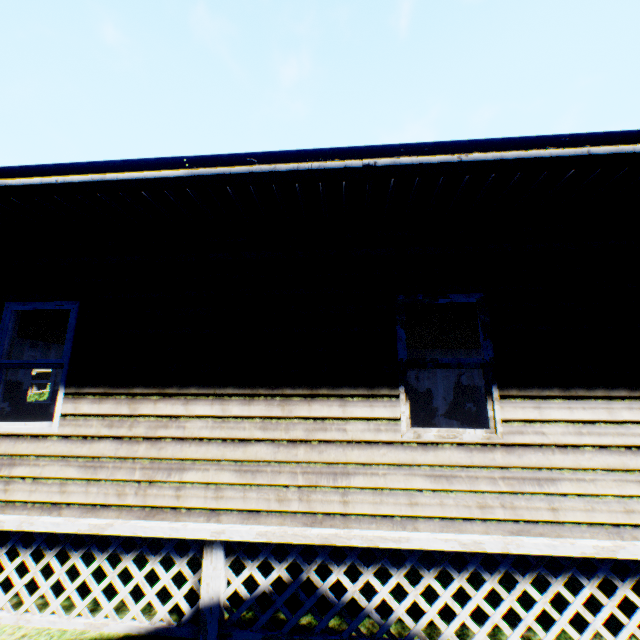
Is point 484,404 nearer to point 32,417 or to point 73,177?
point 73,177
